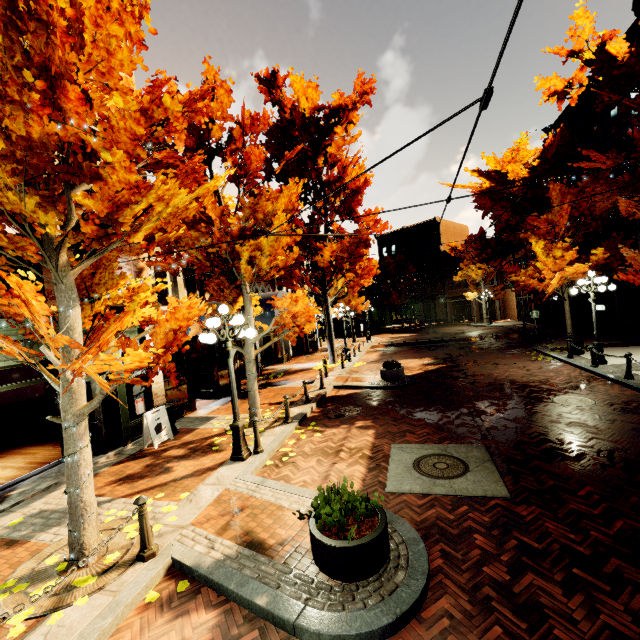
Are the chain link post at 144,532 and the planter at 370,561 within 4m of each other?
yes

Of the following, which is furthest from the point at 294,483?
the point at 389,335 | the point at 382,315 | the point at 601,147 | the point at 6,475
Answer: the point at 382,315

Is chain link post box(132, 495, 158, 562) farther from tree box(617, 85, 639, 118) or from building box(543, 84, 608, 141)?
building box(543, 84, 608, 141)

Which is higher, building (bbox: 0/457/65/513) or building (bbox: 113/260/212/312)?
building (bbox: 113/260/212/312)

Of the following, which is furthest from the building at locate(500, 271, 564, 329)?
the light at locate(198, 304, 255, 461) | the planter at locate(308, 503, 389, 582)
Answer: the planter at locate(308, 503, 389, 582)

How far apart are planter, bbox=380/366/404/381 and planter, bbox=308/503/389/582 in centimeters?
904cm

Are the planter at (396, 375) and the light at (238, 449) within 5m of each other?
no

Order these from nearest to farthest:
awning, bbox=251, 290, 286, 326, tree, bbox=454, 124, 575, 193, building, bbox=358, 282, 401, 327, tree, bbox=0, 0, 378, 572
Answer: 1. tree, bbox=0, 0, 378, 572
2. awning, bbox=251, 290, 286, 326
3. tree, bbox=454, 124, 575, 193
4. building, bbox=358, 282, 401, 327
